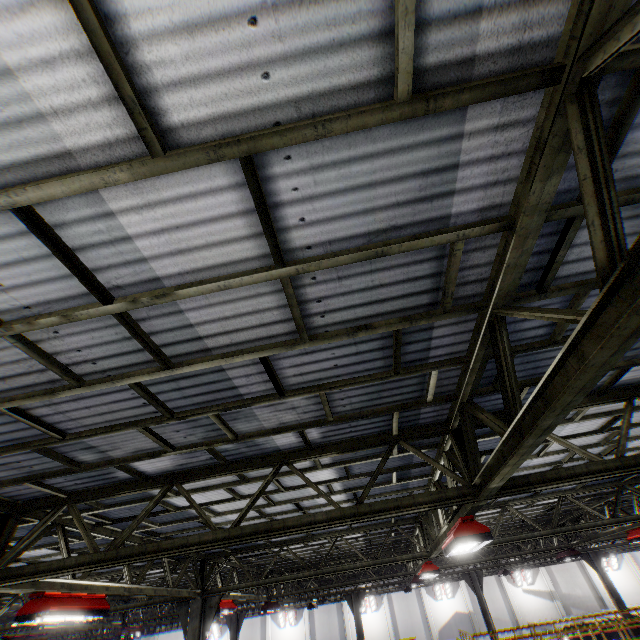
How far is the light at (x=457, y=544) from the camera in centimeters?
520cm

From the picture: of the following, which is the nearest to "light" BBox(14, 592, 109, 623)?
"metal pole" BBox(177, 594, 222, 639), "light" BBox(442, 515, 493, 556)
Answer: "metal pole" BBox(177, 594, 222, 639)

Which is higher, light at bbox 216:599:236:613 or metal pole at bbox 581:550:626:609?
light at bbox 216:599:236:613

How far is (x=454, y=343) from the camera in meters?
3.7 m

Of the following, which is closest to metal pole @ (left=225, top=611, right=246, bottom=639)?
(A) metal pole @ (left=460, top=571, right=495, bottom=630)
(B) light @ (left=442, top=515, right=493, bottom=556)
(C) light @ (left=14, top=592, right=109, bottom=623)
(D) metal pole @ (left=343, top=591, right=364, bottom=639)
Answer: (D) metal pole @ (left=343, top=591, right=364, bottom=639)

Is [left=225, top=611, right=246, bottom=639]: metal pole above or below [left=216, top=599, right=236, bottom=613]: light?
below

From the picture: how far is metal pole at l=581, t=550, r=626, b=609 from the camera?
19.11m

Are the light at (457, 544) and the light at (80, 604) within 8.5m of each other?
yes
